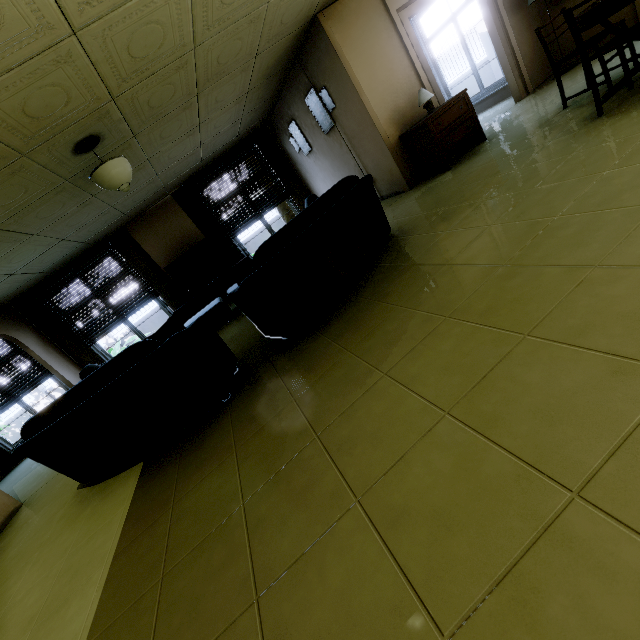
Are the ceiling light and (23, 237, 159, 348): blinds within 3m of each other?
no

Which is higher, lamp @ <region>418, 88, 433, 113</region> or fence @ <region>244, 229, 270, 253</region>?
lamp @ <region>418, 88, 433, 113</region>

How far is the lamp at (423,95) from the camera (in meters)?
4.77

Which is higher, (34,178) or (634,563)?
(34,178)

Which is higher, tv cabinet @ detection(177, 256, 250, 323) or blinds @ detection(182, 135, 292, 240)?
blinds @ detection(182, 135, 292, 240)

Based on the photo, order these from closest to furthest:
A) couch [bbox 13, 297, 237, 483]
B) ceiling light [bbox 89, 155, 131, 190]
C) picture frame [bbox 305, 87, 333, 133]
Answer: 1. couch [bbox 13, 297, 237, 483]
2. ceiling light [bbox 89, 155, 131, 190]
3. picture frame [bbox 305, 87, 333, 133]

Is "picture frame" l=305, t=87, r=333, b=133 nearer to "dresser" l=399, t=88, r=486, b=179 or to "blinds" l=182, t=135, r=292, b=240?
"dresser" l=399, t=88, r=486, b=179

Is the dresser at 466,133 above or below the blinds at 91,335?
below
